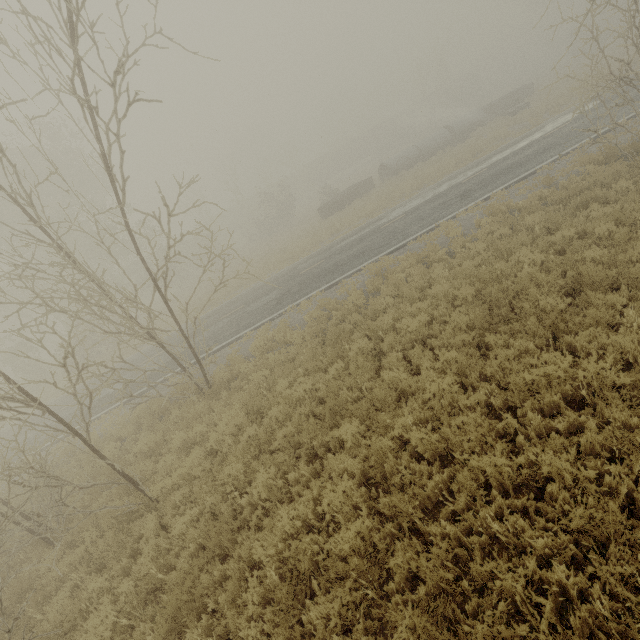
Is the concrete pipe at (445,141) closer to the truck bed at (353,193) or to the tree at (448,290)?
the truck bed at (353,193)

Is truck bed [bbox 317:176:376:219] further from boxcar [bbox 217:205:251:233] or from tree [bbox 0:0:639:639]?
boxcar [bbox 217:205:251:233]

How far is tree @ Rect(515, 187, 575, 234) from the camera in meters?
9.3 m

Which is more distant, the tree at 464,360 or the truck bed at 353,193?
the truck bed at 353,193

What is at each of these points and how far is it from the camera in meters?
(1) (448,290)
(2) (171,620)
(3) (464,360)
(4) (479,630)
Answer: (1) tree, 8.9
(2) tree, 4.8
(3) tree, 6.1
(4) tree, 2.9

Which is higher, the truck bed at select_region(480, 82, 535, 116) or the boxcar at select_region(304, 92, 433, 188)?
the boxcar at select_region(304, 92, 433, 188)

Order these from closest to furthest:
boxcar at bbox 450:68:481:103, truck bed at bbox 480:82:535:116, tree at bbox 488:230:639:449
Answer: tree at bbox 488:230:639:449 → truck bed at bbox 480:82:535:116 → boxcar at bbox 450:68:481:103
